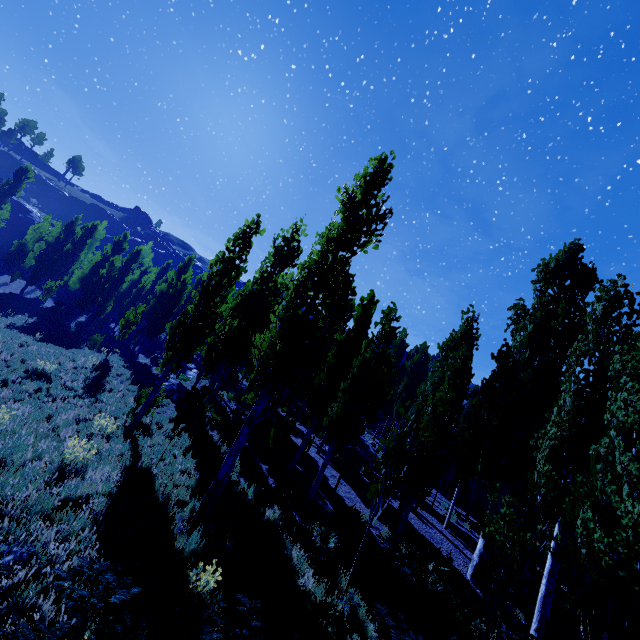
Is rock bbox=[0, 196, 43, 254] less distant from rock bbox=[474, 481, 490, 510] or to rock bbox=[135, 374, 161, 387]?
rock bbox=[135, 374, 161, 387]

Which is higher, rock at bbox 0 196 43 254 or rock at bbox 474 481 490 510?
rock at bbox 0 196 43 254

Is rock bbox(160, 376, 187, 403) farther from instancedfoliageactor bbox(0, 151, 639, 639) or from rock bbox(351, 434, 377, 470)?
rock bbox(351, 434, 377, 470)

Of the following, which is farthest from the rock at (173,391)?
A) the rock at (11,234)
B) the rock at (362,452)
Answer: the rock at (11,234)

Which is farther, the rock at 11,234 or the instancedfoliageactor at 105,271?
the rock at 11,234

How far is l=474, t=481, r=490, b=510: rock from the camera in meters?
24.1

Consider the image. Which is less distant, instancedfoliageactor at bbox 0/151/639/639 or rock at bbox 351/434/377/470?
instancedfoliageactor at bbox 0/151/639/639

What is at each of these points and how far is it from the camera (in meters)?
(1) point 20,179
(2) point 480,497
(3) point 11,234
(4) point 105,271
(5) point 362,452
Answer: (1) instancedfoliageactor, 40.47
(2) rock, 24.58
(3) rock, 48.19
(4) instancedfoliageactor, 32.28
(5) rock, 21.42
